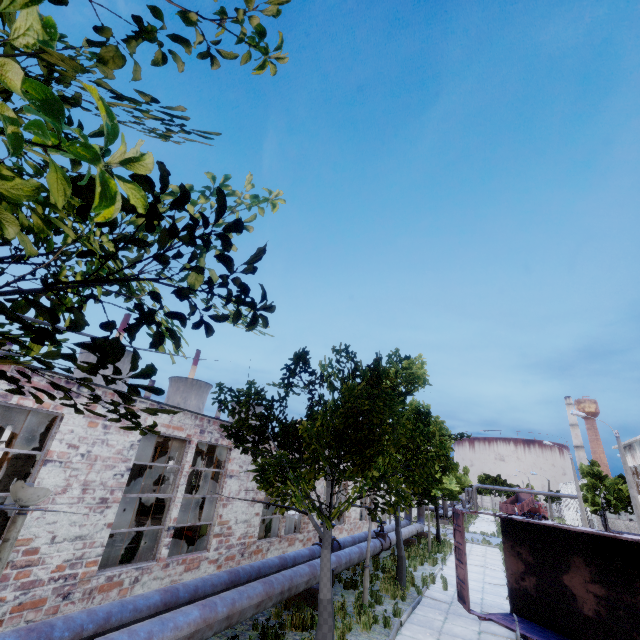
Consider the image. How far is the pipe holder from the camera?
9.86m

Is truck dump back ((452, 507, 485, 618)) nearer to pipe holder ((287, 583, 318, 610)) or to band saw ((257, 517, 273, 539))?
pipe holder ((287, 583, 318, 610))

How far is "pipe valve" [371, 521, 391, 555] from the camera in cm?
1505

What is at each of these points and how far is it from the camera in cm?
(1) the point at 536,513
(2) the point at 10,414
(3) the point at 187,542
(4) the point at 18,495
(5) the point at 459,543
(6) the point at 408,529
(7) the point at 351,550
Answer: (1) truck, 5919
(2) column beam, 947
(3) cabinet, 1414
(4) lamp post, 272
(5) truck dump back, 1216
(6) pipe, 2055
(7) pipe, 1226

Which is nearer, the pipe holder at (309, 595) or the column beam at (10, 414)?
the column beam at (10, 414)

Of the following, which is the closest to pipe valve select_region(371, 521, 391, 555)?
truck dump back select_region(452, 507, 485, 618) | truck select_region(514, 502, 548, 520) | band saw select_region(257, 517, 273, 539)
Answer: truck dump back select_region(452, 507, 485, 618)

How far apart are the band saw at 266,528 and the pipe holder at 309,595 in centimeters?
297cm

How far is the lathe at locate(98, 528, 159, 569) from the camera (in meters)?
8.62
